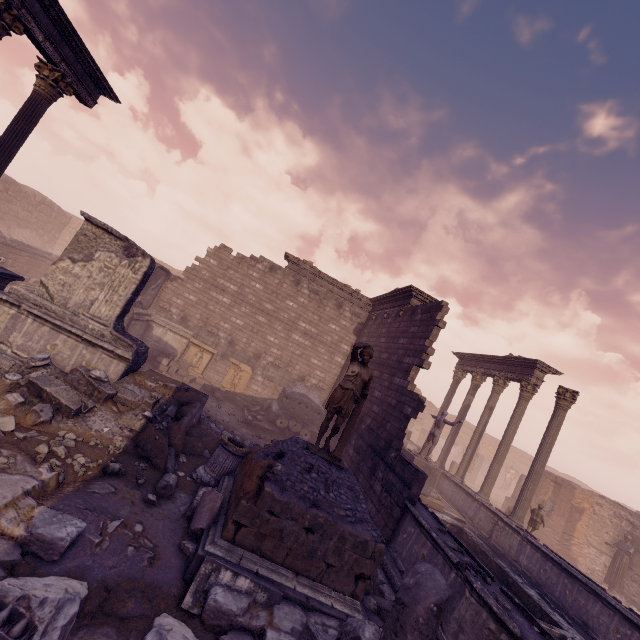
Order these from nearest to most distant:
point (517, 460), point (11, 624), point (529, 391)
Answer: point (11, 624)
point (529, 391)
point (517, 460)

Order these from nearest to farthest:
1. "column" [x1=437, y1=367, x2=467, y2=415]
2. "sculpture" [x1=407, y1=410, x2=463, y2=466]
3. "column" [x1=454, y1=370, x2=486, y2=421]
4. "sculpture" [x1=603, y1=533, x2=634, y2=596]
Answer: "sculpture" [x1=407, y1=410, x2=463, y2=466] → "sculpture" [x1=603, y1=533, x2=634, y2=596] → "column" [x1=454, y1=370, x2=486, y2=421] → "column" [x1=437, y1=367, x2=467, y2=415]

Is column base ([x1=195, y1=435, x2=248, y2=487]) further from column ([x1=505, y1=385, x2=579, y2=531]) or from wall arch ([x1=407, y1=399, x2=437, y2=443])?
wall arch ([x1=407, y1=399, x2=437, y2=443])

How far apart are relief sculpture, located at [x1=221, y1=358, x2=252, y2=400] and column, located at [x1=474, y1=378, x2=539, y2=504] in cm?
1144

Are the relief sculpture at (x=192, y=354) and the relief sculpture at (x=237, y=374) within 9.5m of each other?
yes

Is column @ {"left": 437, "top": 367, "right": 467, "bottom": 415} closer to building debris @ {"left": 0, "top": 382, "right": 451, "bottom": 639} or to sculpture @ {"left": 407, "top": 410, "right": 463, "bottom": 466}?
sculpture @ {"left": 407, "top": 410, "right": 463, "bottom": 466}

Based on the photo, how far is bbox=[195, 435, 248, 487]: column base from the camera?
6.7 meters

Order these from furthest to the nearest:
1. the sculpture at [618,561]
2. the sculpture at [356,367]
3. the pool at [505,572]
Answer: the sculpture at [618,561], the pool at [505,572], the sculpture at [356,367]
